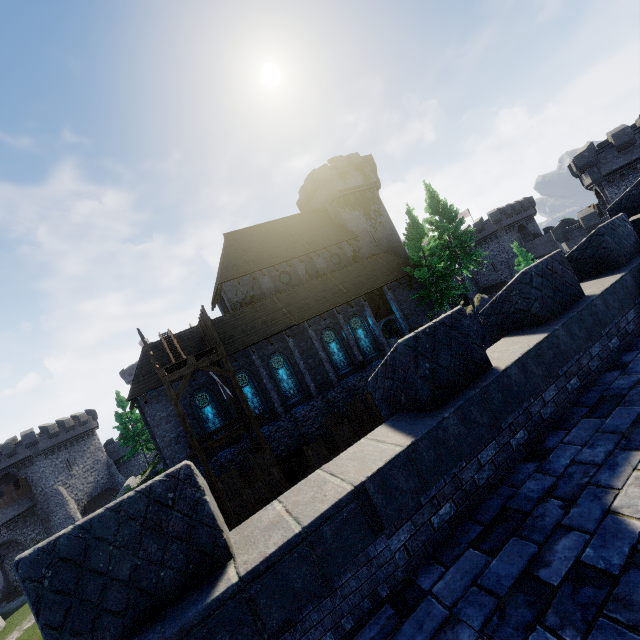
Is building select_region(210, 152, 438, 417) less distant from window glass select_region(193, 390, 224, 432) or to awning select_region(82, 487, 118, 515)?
window glass select_region(193, 390, 224, 432)

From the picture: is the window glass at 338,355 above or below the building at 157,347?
below

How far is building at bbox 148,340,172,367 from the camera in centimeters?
2218cm

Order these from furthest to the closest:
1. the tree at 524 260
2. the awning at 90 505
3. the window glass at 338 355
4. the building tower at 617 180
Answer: the awning at 90 505 → the tree at 524 260 → the building tower at 617 180 → the window glass at 338 355

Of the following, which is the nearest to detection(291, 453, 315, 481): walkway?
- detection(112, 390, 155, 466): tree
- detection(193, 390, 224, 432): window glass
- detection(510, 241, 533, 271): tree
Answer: detection(193, 390, 224, 432): window glass

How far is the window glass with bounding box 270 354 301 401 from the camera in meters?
24.8

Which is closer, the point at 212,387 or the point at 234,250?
the point at 212,387

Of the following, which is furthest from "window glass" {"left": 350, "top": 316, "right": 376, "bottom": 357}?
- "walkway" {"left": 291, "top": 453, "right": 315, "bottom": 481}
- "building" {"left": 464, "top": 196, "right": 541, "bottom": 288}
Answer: "building" {"left": 464, "top": 196, "right": 541, "bottom": 288}
